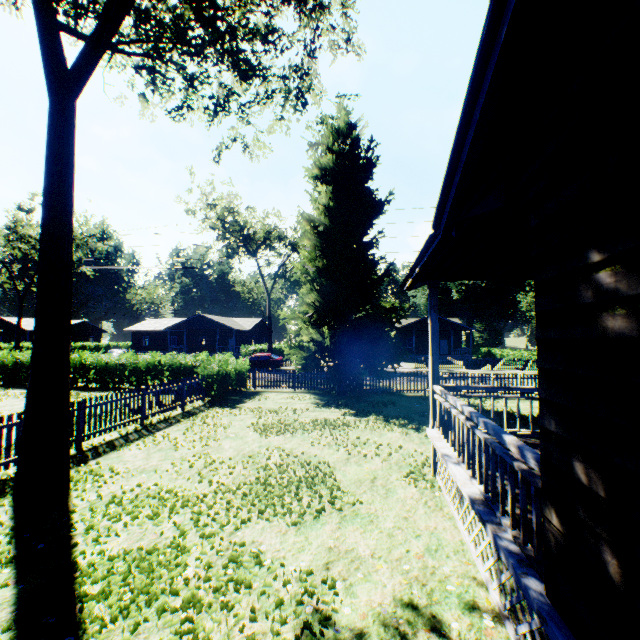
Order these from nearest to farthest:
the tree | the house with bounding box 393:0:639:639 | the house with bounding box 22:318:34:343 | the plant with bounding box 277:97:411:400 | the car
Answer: the house with bounding box 393:0:639:639 < the tree < the plant with bounding box 277:97:411:400 < the car < the house with bounding box 22:318:34:343

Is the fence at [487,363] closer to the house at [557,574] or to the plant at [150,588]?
the plant at [150,588]

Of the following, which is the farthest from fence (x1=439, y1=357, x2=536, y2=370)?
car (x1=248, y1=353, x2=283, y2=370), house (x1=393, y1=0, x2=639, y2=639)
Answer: house (x1=393, y1=0, x2=639, y2=639)

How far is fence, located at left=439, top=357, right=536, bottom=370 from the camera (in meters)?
32.00

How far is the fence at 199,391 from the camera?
8.87m

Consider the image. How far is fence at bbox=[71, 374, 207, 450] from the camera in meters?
8.9 m

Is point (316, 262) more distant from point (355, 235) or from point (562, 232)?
point (562, 232)

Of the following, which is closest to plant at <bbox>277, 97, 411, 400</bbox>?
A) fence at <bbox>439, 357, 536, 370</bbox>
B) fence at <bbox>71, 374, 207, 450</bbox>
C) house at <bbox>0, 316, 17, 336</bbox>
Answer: fence at <bbox>71, 374, 207, 450</bbox>
